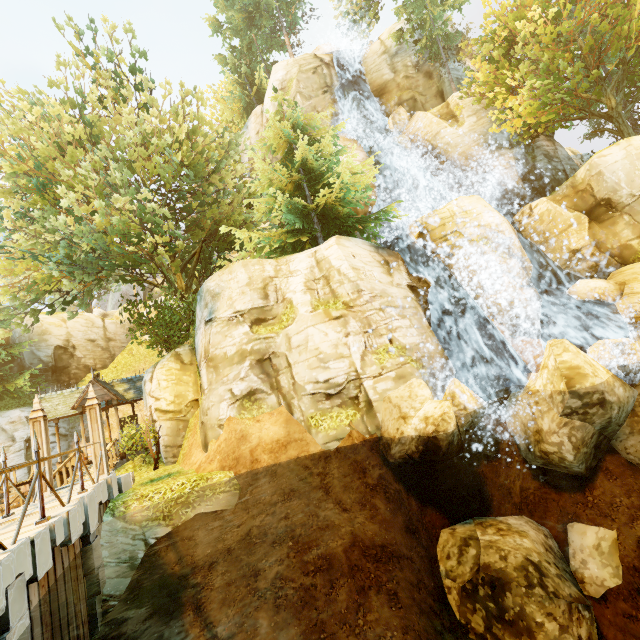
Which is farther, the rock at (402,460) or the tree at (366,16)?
the tree at (366,16)

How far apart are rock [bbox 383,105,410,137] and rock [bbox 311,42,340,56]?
8.7 meters

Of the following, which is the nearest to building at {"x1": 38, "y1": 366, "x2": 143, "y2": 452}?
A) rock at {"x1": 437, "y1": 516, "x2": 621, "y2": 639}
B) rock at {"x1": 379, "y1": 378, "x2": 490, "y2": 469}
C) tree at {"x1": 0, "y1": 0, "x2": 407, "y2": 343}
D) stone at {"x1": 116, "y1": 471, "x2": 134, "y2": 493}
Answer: tree at {"x1": 0, "y1": 0, "x2": 407, "y2": 343}

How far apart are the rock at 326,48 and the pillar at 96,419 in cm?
3018

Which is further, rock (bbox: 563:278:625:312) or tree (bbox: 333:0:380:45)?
tree (bbox: 333:0:380:45)

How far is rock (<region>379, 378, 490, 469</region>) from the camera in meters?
8.2 m

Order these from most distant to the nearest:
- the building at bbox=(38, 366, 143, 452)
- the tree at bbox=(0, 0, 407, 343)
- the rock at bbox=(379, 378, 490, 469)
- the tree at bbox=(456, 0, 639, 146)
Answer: the building at bbox=(38, 366, 143, 452)
the tree at bbox=(456, 0, 639, 146)
the tree at bbox=(0, 0, 407, 343)
the rock at bbox=(379, 378, 490, 469)

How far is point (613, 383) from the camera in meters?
9.3
